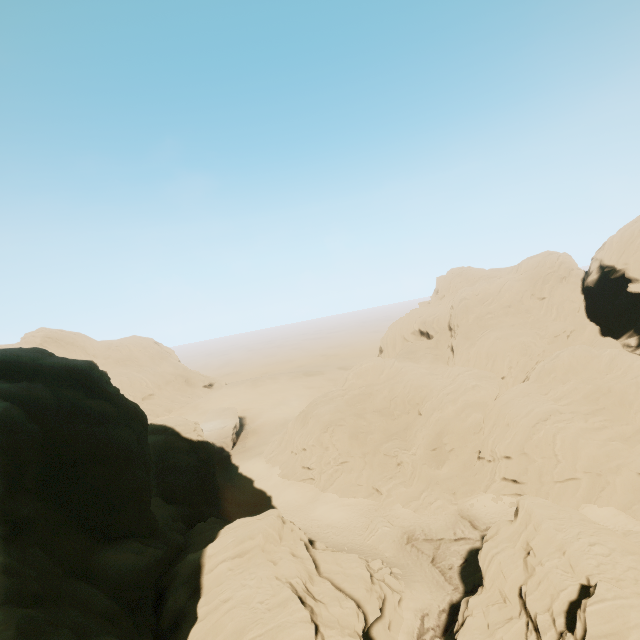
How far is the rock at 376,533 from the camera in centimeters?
3428cm

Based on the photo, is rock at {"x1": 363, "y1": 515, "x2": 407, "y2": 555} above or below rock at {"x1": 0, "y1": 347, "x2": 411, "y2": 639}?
below

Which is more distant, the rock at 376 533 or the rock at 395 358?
the rock at 376 533

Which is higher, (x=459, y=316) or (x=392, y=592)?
(x=459, y=316)

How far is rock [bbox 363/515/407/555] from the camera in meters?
34.3 m

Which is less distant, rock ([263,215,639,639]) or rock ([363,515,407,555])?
rock ([263,215,639,639])
